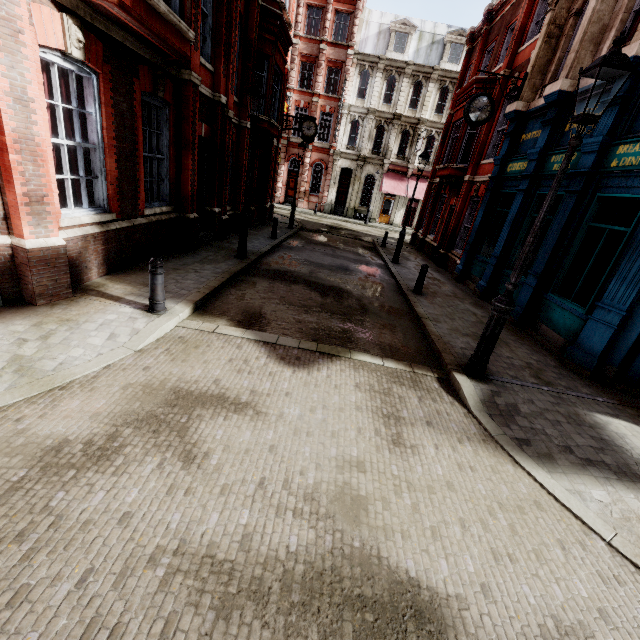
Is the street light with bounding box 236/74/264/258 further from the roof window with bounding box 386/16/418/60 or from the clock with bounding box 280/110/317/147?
the roof window with bounding box 386/16/418/60

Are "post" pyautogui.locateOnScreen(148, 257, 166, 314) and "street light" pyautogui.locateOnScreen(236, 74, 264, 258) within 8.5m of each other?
yes

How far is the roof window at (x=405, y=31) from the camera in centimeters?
2842cm

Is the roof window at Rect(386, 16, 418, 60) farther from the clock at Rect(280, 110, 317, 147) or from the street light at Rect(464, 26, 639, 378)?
the street light at Rect(464, 26, 639, 378)

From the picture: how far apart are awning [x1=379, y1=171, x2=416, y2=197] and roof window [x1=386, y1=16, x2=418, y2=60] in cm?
912

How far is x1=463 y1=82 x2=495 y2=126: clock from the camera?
11.2 meters

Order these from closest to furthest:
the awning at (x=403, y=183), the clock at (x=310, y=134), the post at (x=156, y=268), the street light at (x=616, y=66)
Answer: the street light at (x=616, y=66) → the post at (x=156, y=268) → the clock at (x=310, y=134) → the awning at (x=403, y=183)

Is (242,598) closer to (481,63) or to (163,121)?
(163,121)
